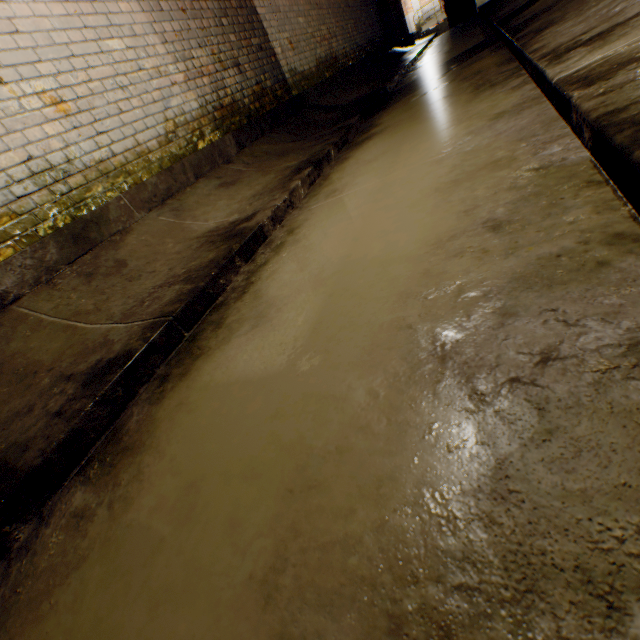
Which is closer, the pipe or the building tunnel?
the building tunnel

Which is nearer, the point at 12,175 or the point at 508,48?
the point at 12,175

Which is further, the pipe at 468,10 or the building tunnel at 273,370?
the pipe at 468,10
